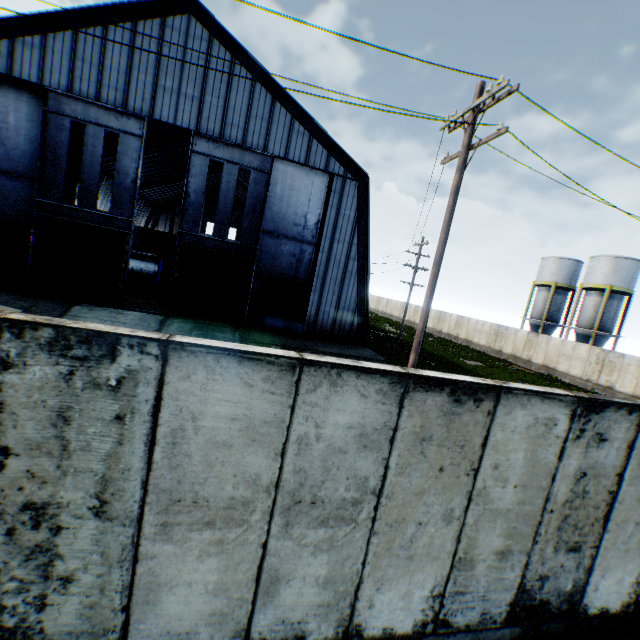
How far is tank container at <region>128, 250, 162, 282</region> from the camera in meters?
33.3

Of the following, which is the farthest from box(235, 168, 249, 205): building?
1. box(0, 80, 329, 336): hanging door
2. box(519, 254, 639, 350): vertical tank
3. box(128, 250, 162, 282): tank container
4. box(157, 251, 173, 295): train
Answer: box(519, 254, 639, 350): vertical tank

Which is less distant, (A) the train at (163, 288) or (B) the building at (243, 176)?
(A) the train at (163, 288)

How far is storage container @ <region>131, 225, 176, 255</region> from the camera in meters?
40.9 m

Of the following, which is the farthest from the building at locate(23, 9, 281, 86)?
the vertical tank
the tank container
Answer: the vertical tank

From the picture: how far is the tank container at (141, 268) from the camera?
33.34m

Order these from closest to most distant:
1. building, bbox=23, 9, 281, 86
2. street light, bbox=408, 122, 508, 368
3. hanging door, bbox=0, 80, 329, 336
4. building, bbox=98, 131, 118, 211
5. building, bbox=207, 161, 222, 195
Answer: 1. street light, bbox=408, 122, 508, 368
2. building, bbox=23, 9, 281, 86
3. hanging door, bbox=0, 80, 329, 336
4. building, bbox=98, 131, 118, 211
5. building, bbox=207, 161, 222, 195

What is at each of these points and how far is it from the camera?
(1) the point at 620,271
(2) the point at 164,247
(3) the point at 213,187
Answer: (1) vertical tank, 31.2m
(2) storage container, 42.1m
(3) building, 54.9m
